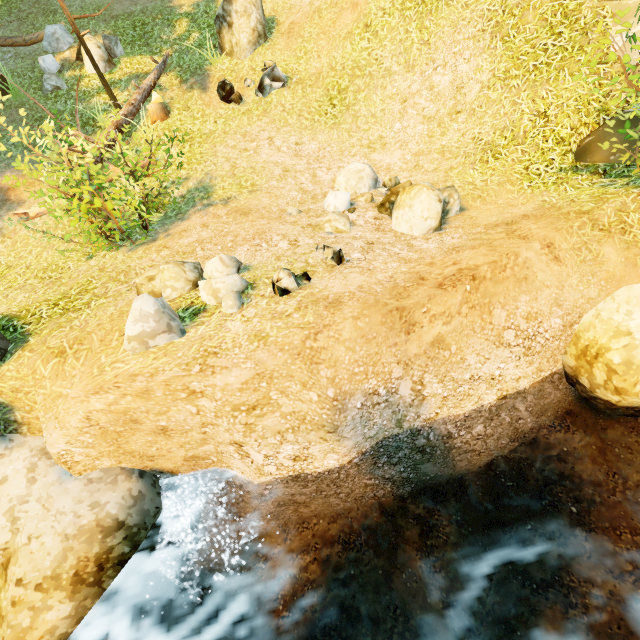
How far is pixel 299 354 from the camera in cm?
359

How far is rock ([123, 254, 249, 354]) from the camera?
3.45m

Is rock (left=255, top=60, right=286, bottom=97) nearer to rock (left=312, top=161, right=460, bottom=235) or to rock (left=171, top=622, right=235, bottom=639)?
rock (left=312, top=161, right=460, bottom=235)

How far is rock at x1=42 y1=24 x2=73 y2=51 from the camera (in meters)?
10.88

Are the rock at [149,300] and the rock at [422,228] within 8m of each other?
yes

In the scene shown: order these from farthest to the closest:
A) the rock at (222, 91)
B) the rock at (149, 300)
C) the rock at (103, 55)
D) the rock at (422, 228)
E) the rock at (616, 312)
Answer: the rock at (103, 55) < the rock at (222, 91) < the rock at (422, 228) < the rock at (616, 312) < the rock at (149, 300)

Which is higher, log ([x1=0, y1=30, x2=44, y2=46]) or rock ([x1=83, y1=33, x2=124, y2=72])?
log ([x1=0, y1=30, x2=44, y2=46])

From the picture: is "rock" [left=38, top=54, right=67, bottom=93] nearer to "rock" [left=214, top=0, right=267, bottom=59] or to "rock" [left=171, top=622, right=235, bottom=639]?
"rock" [left=214, top=0, right=267, bottom=59]
